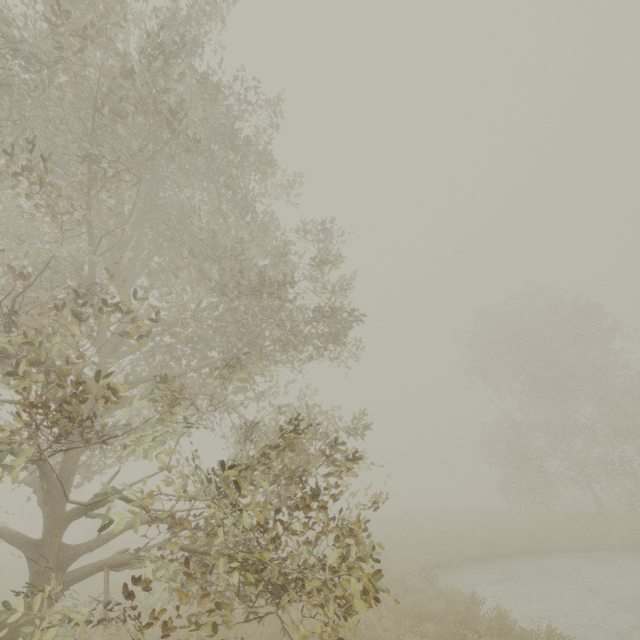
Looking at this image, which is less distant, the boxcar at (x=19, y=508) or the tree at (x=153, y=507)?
the tree at (x=153, y=507)

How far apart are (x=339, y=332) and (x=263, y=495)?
4.87m

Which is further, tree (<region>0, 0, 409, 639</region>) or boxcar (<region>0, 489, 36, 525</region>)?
boxcar (<region>0, 489, 36, 525</region>)
